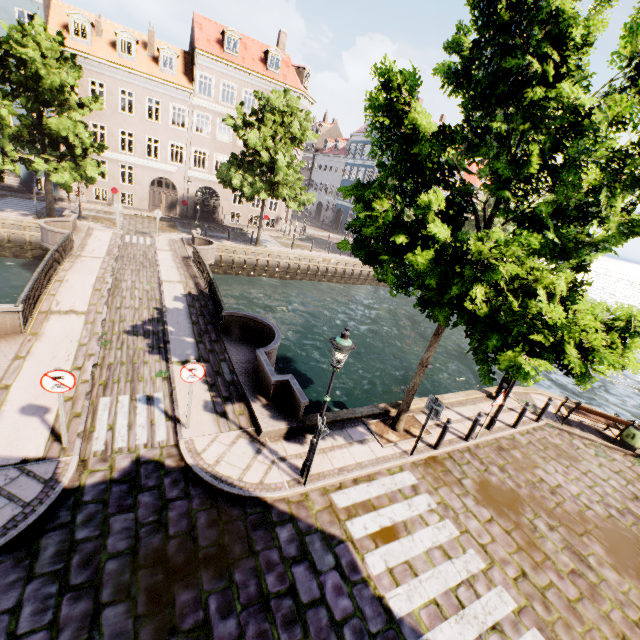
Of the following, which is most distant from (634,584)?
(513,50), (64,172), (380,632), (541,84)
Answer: (64,172)

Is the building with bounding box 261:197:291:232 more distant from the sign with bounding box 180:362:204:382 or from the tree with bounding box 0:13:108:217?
the sign with bounding box 180:362:204:382

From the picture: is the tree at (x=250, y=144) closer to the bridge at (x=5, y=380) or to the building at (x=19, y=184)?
the bridge at (x=5, y=380)

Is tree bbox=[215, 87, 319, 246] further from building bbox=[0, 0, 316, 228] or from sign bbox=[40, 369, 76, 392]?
building bbox=[0, 0, 316, 228]

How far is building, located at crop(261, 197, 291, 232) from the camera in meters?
35.6

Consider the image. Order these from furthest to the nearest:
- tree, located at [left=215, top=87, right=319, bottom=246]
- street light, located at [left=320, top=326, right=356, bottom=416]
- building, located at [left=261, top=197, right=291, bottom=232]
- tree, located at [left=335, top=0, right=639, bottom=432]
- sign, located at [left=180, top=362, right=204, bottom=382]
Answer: building, located at [left=261, top=197, right=291, bottom=232]
tree, located at [left=215, top=87, right=319, bottom=246]
sign, located at [left=180, top=362, right=204, bottom=382]
street light, located at [left=320, top=326, right=356, bottom=416]
tree, located at [left=335, top=0, right=639, bottom=432]

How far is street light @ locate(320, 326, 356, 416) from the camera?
5.94m

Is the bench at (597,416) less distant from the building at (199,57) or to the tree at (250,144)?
the tree at (250,144)
